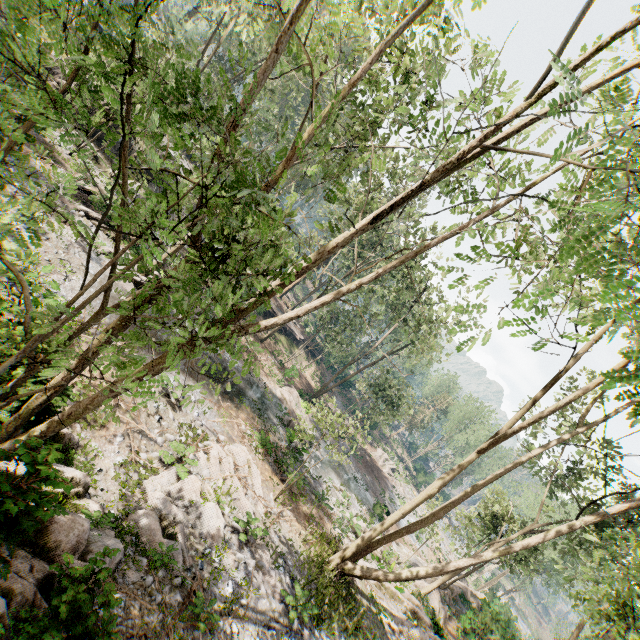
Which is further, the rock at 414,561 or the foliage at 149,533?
the rock at 414,561

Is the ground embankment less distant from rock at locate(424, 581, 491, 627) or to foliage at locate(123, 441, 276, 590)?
foliage at locate(123, 441, 276, 590)

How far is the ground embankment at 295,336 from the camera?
40.97m

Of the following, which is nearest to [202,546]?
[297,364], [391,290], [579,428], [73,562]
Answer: [73,562]

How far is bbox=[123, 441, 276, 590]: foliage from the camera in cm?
862

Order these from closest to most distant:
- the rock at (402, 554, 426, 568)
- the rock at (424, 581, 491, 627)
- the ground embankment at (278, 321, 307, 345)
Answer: the rock at (424, 581, 491, 627)
the rock at (402, 554, 426, 568)
the ground embankment at (278, 321, 307, 345)

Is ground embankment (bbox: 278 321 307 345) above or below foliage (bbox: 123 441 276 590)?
above
